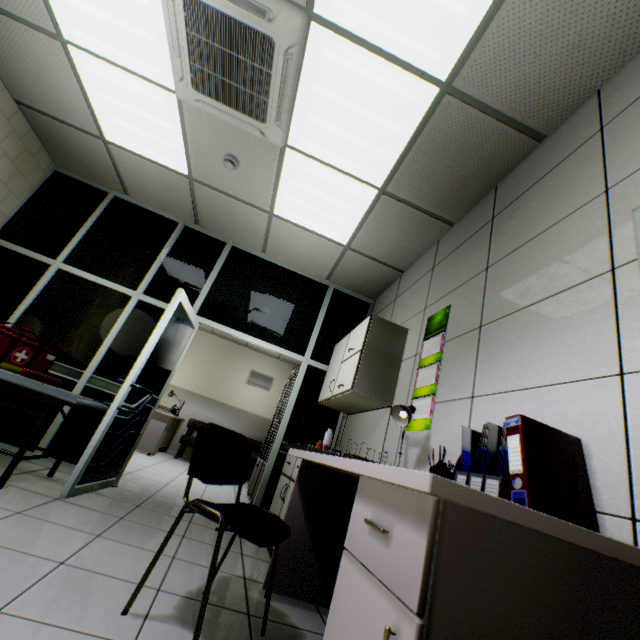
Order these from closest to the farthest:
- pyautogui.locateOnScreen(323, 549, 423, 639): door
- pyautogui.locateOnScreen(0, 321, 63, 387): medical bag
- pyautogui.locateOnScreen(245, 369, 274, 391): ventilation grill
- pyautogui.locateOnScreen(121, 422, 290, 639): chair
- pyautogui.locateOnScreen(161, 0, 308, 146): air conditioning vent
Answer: pyautogui.locateOnScreen(323, 549, 423, 639): door, pyautogui.locateOnScreen(121, 422, 290, 639): chair, pyautogui.locateOnScreen(161, 0, 308, 146): air conditioning vent, pyautogui.locateOnScreen(0, 321, 63, 387): medical bag, pyautogui.locateOnScreen(245, 369, 274, 391): ventilation grill

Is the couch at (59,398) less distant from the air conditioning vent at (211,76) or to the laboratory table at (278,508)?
the laboratory table at (278,508)

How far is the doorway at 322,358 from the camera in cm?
306

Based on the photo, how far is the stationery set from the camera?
1.7 meters

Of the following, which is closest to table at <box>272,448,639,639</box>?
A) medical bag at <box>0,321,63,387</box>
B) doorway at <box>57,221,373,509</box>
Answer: doorway at <box>57,221,373,509</box>

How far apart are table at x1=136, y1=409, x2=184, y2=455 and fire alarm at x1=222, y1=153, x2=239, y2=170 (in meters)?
5.41

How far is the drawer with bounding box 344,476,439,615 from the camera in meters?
0.8

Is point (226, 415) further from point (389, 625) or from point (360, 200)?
point (389, 625)
